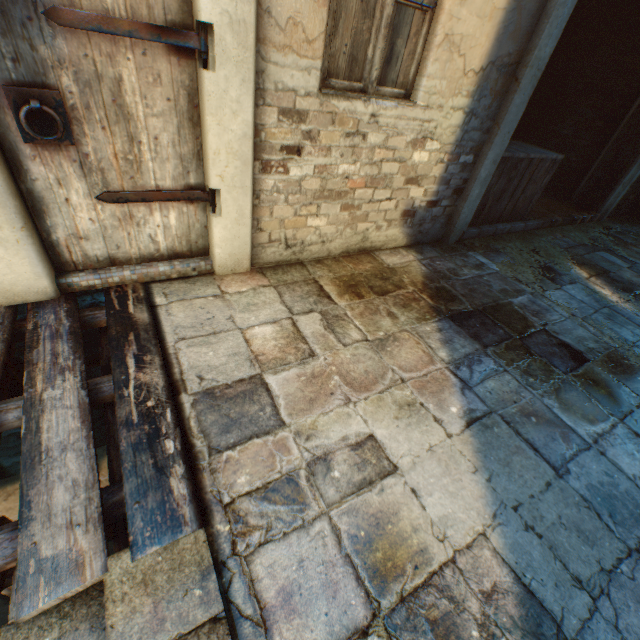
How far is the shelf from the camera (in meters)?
6.62

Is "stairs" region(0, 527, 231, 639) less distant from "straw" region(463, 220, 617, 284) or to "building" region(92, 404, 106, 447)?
"building" region(92, 404, 106, 447)

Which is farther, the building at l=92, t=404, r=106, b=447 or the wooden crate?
the wooden crate

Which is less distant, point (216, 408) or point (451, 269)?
point (216, 408)

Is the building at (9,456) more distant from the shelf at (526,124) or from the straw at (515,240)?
the shelf at (526,124)

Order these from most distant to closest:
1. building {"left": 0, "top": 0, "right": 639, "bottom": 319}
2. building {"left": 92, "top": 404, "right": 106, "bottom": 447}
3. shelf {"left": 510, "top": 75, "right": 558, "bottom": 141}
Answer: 1. shelf {"left": 510, "top": 75, "right": 558, "bottom": 141}
2. building {"left": 92, "top": 404, "right": 106, "bottom": 447}
3. building {"left": 0, "top": 0, "right": 639, "bottom": 319}

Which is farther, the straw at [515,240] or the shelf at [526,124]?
the shelf at [526,124]

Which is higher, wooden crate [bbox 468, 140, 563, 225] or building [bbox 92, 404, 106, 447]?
wooden crate [bbox 468, 140, 563, 225]
